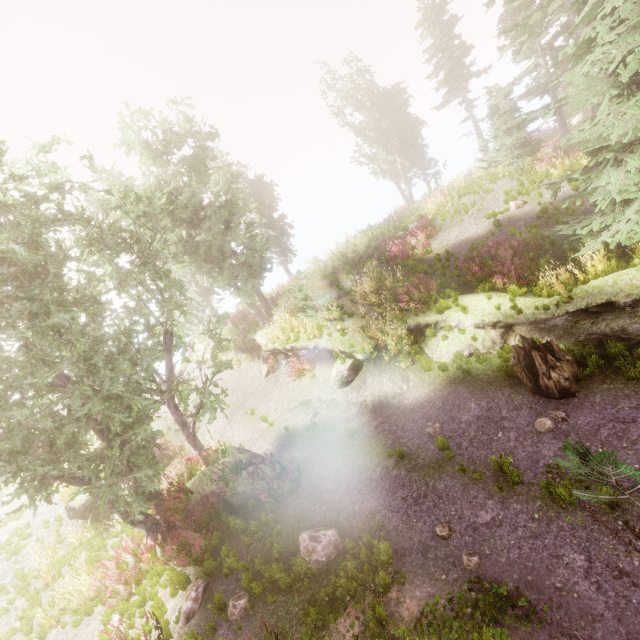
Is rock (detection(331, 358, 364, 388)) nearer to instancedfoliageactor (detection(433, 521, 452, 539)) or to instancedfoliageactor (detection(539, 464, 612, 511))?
instancedfoliageactor (detection(539, 464, 612, 511))

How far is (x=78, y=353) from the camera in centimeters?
996cm

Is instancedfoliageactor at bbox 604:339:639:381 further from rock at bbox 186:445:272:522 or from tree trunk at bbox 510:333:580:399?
tree trunk at bbox 510:333:580:399

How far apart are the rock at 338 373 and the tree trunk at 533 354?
5.5 meters

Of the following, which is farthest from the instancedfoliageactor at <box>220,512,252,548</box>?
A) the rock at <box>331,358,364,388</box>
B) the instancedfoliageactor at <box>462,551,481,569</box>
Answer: the rock at <box>331,358,364,388</box>

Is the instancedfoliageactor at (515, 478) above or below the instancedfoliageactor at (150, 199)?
below

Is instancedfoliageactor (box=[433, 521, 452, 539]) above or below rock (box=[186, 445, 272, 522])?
below
